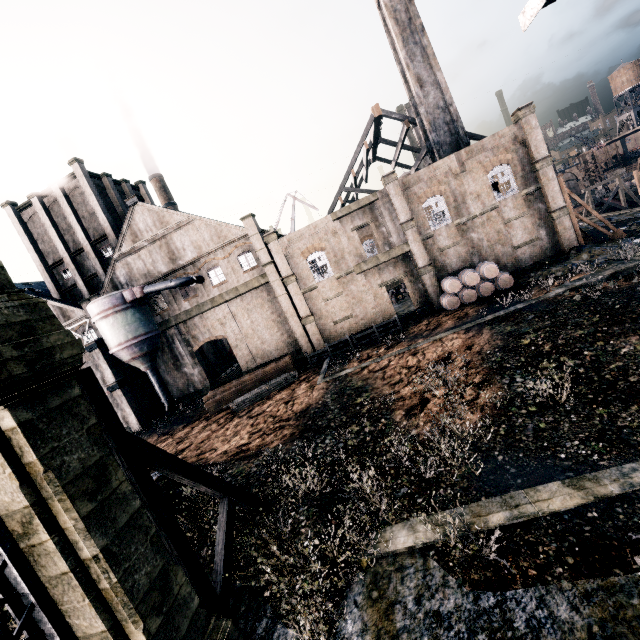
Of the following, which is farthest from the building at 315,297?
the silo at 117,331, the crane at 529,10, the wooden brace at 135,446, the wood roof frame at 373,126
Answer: the wooden brace at 135,446

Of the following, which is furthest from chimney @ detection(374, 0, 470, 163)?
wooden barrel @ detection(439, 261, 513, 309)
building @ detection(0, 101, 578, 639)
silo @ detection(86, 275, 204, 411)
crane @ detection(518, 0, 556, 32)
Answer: building @ detection(0, 101, 578, 639)

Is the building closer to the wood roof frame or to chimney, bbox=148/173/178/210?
the wood roof frame

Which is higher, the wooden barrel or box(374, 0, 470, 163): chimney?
box(374, 0, 470, 163): chimney

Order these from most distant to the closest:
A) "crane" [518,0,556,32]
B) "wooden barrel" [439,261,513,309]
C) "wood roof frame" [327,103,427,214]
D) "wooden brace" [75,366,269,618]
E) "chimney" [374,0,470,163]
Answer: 1. "wood roof frame" [327,103,427,214]
2. "chimney" [374,0,470,163]
3. "wooden barrel" [439,261,513,309]
4. "crane" [518,0,556,32]
5. "wooden brace" [75,366,269,618]

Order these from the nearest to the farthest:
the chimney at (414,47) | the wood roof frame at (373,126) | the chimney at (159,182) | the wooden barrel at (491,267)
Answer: the wooden barrel at (491,267), the chimney at (414,47), the wood roof frame at (373,126), the chimney at (159,182)

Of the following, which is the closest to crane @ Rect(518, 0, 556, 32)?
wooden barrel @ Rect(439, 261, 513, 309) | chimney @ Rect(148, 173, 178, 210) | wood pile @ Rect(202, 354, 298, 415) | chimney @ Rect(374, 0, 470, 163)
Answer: wooden barrel @ Rect(439, 261, 513, 309)

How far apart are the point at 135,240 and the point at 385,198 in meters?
26.2 m
